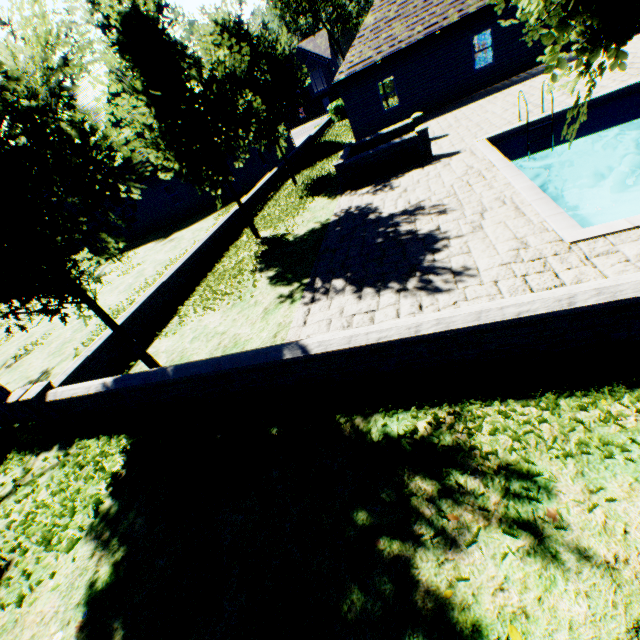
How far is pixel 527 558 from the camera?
2.5 meters

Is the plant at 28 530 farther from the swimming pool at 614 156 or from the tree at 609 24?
the swimming pool at 614 156

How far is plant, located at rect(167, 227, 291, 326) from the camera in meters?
9.2

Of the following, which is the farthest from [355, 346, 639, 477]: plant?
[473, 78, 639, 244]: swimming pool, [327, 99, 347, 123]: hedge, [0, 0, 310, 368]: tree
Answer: [327, 99, 347, 123]: hedge

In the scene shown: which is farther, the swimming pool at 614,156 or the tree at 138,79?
the swimming pool at 614,156

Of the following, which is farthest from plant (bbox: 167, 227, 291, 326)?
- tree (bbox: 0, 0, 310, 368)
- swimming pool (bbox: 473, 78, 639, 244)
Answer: swimming pool (bbox: 473, 78, 639, 244)

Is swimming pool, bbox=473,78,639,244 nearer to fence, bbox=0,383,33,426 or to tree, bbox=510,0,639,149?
tree, bbox=510,0,639,149
